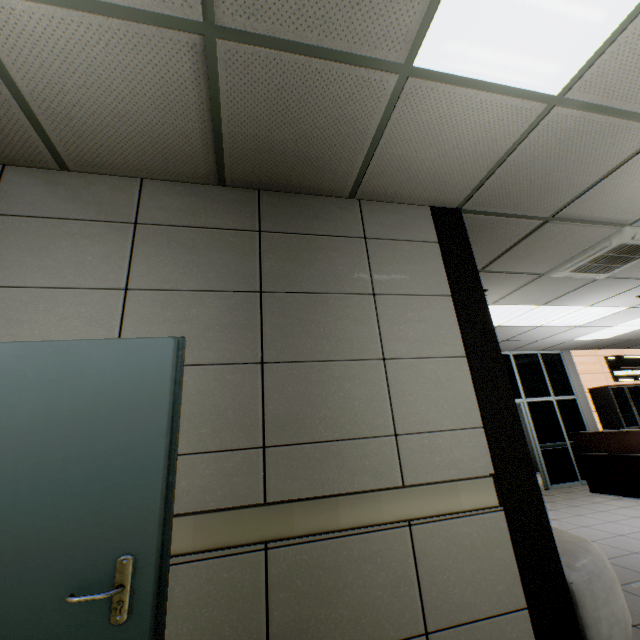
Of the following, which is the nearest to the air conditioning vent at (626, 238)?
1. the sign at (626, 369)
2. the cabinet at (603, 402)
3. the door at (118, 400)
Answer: the door at (118, 400)

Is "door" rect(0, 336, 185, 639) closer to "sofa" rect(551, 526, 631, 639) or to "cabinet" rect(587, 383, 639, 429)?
"sofa" rect(551, 526, 631, 639)

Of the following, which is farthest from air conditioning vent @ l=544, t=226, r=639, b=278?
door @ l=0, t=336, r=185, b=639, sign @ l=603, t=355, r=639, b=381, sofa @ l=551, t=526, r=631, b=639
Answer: sign @ l=603, t=355, r=639, b=381

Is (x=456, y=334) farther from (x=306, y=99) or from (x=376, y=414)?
(x=306, y=99)

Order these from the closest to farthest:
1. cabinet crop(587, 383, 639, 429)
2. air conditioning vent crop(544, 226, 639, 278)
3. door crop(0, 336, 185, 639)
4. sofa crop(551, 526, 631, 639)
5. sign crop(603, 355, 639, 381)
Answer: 1. door crop(0, 336, 185, 639)
2. sofa crop(551, 526, 631, 639)
3. air conditioning vent crop(544, 226, 639, 278)
4. cabinet crop(587, 383, 639, 429)
5. sign crop(603, 355, 639, 381)

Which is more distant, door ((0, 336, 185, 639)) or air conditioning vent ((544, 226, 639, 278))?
air conditioning vent ((544, 226, 639, 278))

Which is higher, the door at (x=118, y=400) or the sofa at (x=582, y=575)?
the door at (x=118, y=400)

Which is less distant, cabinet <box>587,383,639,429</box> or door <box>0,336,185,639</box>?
door <box>0,336,185,639</box>
